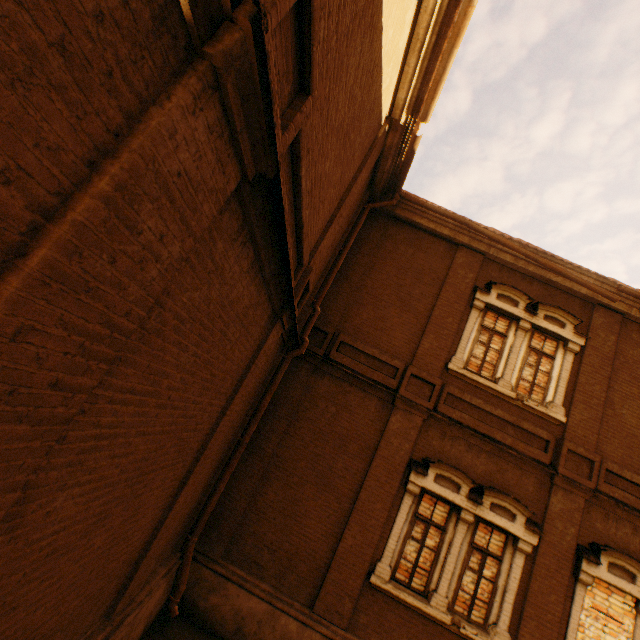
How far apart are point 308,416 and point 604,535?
7.2 meters
